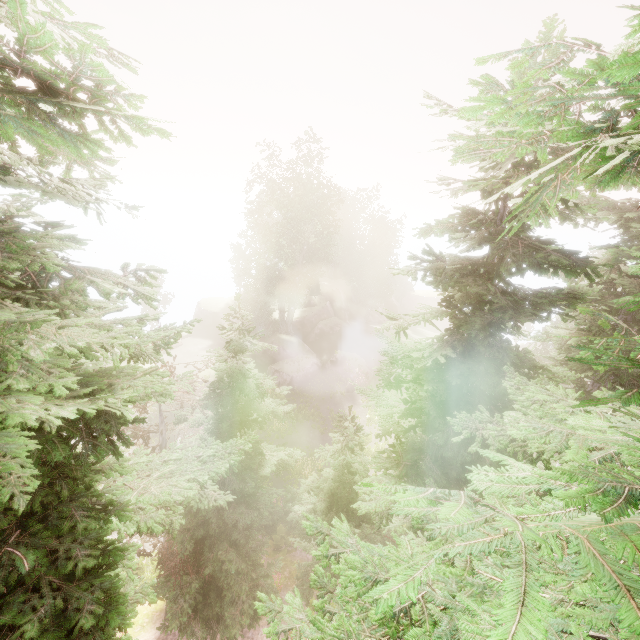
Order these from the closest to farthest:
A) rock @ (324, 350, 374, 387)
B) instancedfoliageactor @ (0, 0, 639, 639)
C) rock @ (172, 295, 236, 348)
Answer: instancedfoliageactor @ (0, 0, 639, 639) < rock @ (324, 350, 374, 387) < rock @ (172, 295, 236, 348)

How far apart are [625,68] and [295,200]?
36.04m

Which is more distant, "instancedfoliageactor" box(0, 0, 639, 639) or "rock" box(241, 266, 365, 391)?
"rock" box(241, 266, 365, 391)

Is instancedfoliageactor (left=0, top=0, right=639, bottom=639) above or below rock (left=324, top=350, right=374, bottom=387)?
above

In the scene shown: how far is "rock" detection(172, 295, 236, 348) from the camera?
43.2 meters

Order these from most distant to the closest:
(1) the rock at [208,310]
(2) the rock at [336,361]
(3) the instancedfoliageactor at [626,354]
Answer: (1) the rock at [208,310] → (2) the rock at [336,361] → (3) the instancedfoliageactor at [626,354]

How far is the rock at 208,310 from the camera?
43.2 meters
